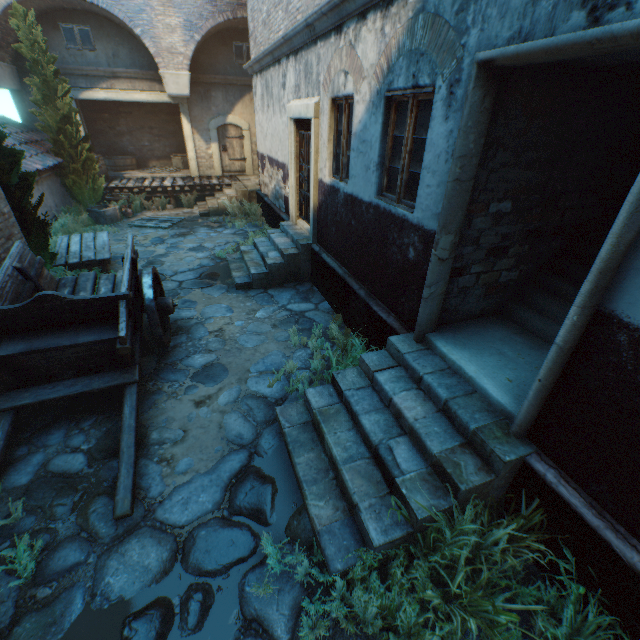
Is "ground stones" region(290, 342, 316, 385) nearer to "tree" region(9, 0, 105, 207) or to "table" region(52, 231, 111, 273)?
"table" region(52, 231, 111, 273)

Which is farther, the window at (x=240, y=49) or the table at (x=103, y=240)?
the window at (x=240, y=49)

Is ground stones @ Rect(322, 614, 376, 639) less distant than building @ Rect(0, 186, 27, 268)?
Yes

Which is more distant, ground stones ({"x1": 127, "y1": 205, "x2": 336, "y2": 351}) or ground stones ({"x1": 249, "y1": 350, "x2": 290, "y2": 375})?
ground stones ({"x1": 127, "y1": 205, "x2": 336, "y2": 351})

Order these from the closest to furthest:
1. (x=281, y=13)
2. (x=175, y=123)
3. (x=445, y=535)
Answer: (x=445, y=535) → (x=281, y=13) → (x=175, y=123)

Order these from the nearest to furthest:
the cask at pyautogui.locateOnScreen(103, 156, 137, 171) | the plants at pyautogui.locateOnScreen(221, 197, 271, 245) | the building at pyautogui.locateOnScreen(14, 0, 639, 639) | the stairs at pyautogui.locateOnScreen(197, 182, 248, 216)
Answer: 1. the building at pyautogui.locateOnScreen(14, 0, 639, 639)
2. the plants at pyautogui.locateOnScreen(221, 197, 271, 245)
3. the stairs at pyautogui.locateOnScreen(197, 182, 248, 216)
4. the cask at pyautogui.locateOnScreen(103, 156, 137, 171)

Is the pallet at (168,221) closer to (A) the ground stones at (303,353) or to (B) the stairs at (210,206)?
(A) the ground stones at (303,353)

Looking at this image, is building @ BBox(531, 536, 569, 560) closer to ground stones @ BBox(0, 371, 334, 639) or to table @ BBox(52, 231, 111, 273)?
ground stones @ BBox(0, 371, 334, 639)
